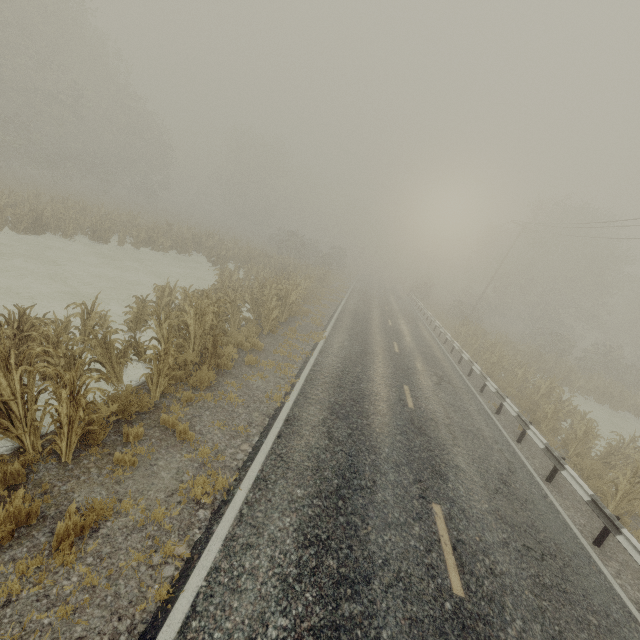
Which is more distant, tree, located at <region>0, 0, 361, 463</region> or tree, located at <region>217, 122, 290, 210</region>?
tree, located at <region>217, 122, 290, 210</region>

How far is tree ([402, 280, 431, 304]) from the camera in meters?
44.3 m

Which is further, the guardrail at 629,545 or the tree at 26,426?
the guardrail at 629,545

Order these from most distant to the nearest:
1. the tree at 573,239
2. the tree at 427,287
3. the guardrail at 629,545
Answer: the tree at 427,287 → the tree at 573,239 → the guardrail at 629,545

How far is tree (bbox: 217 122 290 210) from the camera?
54.50m

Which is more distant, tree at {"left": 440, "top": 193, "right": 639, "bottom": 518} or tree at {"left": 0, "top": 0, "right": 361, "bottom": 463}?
tree at {"left": 440, "top": 193, "right": 639, "bottom": 518}

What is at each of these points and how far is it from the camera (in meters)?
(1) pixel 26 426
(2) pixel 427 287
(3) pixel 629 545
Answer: (1) tree, 5.02
(2) tree, 44.47
(3) guardrail, 6.43

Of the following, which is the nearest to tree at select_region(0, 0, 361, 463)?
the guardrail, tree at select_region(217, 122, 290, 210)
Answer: the guardrail
